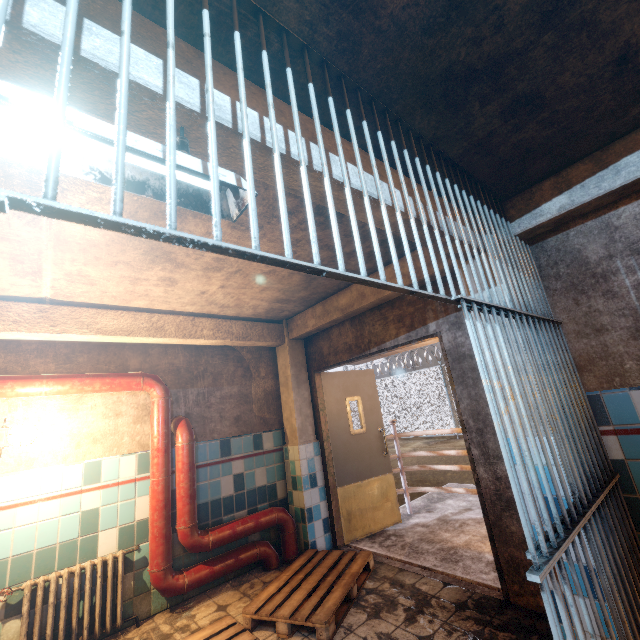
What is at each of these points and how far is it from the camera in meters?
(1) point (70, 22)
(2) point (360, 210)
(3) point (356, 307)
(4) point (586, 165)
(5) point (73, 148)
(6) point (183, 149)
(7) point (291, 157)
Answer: (1) metal bar, 0.7 m
(2) ceiling beam, 1.8 m
(3) ceiling beam, 3.6 m
(4) ceiling beam, 2.1 m
(5) ceiling light, 1.0 m
(6) ceiling light, 1.1 m
(7) ceiling beam, 1.3 m

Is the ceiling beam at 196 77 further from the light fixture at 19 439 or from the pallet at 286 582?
the pallet at 286 582

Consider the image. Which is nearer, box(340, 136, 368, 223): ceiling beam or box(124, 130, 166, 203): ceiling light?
Result: box(124, 130, 166, 203): ceiling light

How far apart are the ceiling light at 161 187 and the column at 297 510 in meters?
3.4 m

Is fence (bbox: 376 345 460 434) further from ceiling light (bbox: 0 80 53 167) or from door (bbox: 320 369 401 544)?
ceiling light (bbox: 0 80 53 167)

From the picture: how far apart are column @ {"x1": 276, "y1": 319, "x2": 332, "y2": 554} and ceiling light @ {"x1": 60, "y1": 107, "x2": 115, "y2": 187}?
3.41m

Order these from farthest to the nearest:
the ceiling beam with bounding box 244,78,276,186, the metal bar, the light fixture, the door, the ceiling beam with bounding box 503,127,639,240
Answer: the door < the light fixture < the ceiling beam with bounding box 503,127,639,240 < the ceiling beam with bounding box 244,78,276,186 < the metal bar

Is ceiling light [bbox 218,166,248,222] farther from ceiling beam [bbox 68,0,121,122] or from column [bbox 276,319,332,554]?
column [bbox 276,319,332,554]
